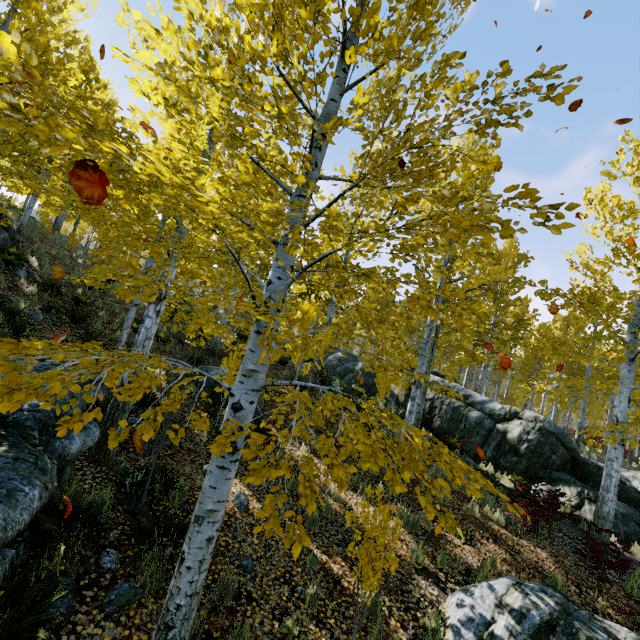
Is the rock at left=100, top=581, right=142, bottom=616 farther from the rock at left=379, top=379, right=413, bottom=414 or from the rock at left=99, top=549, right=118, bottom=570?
the rock at left=379, top=379, right=413, bottom=414

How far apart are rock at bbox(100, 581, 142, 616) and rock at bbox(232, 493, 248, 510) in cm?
228

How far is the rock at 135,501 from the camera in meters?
4.8

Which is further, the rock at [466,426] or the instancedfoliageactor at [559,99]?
the rock at [466,426]

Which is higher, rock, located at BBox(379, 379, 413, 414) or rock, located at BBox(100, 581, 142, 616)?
rock, located at BBox(379, 379, 413, 414)

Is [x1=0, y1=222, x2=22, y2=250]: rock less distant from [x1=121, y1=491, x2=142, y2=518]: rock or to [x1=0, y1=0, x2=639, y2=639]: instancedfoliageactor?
[x1=0, y1=0, x2=639, y2=639]: instancedfoliageactor

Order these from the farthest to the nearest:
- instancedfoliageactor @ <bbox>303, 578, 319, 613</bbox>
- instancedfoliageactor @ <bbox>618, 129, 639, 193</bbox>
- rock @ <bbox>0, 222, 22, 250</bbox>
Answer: rock @ <bbox>0, 222, 22, 250</bbox> < instancedfoliageactor @ <bbox>618, 129, 639, 193</bbox> < instancedfoliageactor @ <bbox>303, 578, 319, 613</bbox>

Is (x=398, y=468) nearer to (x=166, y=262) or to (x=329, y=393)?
(x=329, y=393)
